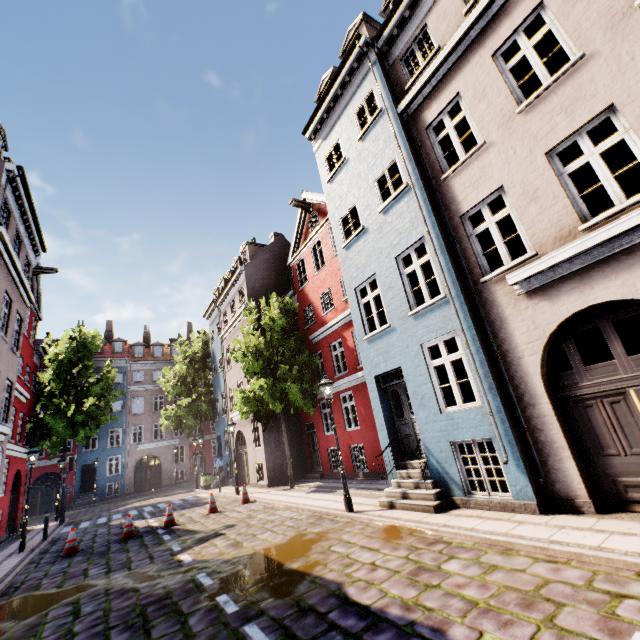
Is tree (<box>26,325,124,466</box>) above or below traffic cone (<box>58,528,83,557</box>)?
above

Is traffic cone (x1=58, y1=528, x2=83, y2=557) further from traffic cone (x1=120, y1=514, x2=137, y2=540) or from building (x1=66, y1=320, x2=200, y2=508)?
building (x1=66, y1=320, x2=200, y2=508)

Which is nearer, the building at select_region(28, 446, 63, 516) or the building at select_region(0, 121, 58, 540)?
the building at select_region(0, 121, 58, 540)

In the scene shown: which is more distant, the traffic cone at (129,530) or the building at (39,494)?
the building at (39,494)

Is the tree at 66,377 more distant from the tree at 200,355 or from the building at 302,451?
the tree at 200,355

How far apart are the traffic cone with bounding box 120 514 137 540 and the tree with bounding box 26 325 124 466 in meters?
14.5 m

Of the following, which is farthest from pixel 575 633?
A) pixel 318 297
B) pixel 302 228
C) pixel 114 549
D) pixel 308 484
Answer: pixel 302 228
